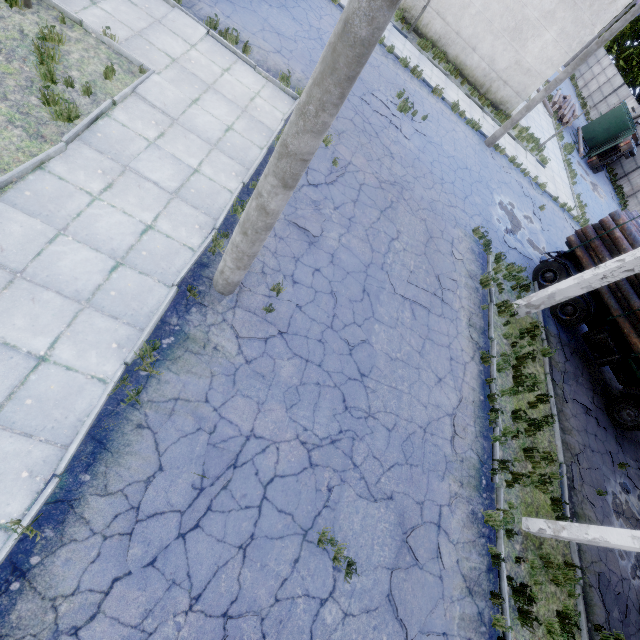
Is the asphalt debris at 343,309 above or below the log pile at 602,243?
below

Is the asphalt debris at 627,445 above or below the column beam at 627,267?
below

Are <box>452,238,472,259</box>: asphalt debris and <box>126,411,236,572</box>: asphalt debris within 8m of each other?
no

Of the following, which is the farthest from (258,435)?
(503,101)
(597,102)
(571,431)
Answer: (597,102)

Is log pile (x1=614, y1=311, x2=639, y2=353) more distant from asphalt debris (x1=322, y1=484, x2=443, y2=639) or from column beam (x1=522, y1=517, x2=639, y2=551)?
asphalt debris (x1=322, y1=484, x2=443, y2=639)

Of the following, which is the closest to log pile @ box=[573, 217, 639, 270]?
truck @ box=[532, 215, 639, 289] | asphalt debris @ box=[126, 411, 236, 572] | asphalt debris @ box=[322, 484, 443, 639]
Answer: truck @ box=[532, 215, 639, 289]

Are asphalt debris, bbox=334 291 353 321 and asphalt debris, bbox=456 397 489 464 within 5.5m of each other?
yes

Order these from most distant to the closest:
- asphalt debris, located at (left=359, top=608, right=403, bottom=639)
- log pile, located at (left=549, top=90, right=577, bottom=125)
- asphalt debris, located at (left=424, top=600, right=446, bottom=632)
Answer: log pile, located at (left=549, top=90, right=577, bottom=125), asphalt debris, located at (left=424, top=600, right=446, bottom=632), asphalt debris, located at (left=359, top=608, right=403, bottom=639)
